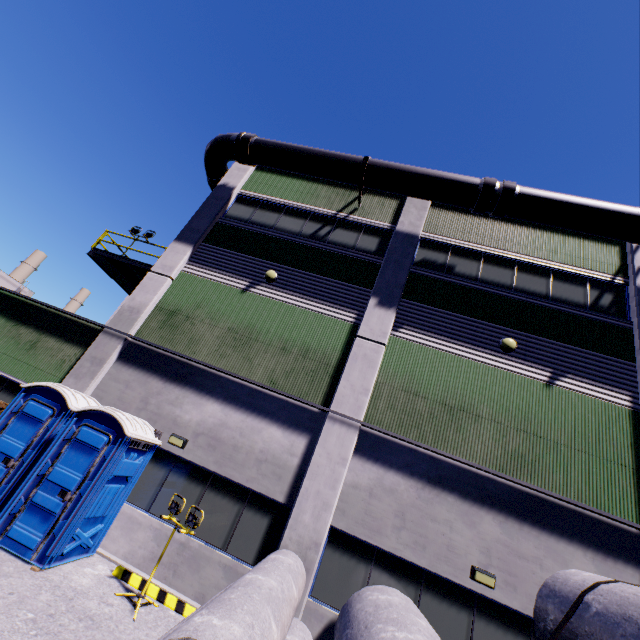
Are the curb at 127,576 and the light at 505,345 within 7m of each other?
no

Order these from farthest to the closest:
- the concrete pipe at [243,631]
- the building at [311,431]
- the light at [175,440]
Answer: the light at [175,440] → the building at [311,431] → the concrete pipe at [243,631]

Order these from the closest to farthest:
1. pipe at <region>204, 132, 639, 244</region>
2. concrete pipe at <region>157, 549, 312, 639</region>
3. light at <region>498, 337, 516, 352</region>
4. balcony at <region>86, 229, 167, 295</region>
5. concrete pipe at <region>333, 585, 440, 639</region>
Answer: concrete pipe at <region>157, 549, 312, 639</region> → concrete pipe at <region>333, 585, 440, 639</region> → light at <region>498, 337, 516, 352</region> → pipe at <region>204, 132, 639, 244</region> → balcony at <region>86, 229, 167, 295</region>

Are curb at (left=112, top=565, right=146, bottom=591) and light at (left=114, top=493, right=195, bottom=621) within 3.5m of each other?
yes

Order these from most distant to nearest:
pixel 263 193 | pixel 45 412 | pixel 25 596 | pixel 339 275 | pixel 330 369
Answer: pixel 263 193 < pixel 339 275 < pixel 330 369 < pixel 45 412 < pixel 25 596

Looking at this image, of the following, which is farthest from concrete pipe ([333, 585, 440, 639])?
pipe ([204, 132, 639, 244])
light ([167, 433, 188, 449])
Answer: pipe ([204, 132, 639, 244])

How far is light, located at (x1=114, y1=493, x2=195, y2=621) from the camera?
6.23m

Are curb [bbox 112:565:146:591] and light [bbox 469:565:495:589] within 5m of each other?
no
